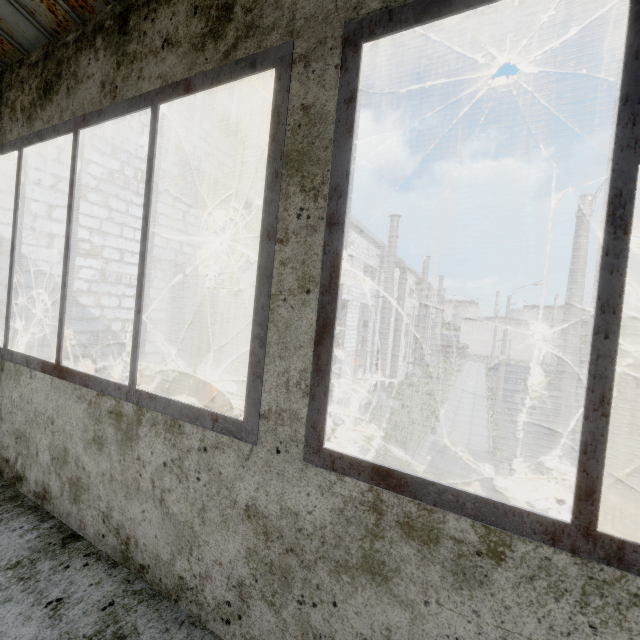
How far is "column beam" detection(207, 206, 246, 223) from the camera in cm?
1720

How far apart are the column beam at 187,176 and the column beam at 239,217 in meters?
4.0

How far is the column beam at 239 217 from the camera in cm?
1720

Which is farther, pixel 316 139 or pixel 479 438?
pixel 479 438

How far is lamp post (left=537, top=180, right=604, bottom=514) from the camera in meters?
6.6 m

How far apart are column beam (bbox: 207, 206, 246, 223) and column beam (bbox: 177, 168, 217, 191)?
4.0 meters

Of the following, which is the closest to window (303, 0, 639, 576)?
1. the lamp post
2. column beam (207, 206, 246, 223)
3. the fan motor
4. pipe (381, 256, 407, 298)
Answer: the lamp post

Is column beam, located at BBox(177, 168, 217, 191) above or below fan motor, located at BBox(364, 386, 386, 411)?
above
